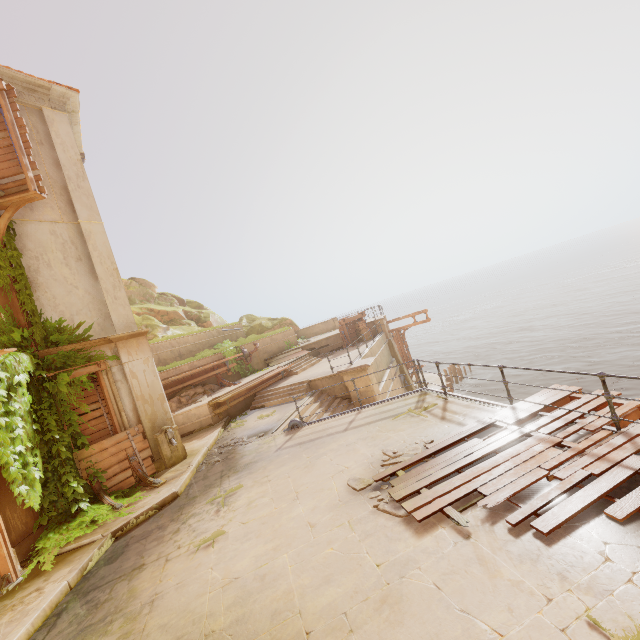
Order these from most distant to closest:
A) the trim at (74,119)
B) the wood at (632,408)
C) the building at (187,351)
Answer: the building at (187,351) < the trim at (74,119) < the wood at (632,408)

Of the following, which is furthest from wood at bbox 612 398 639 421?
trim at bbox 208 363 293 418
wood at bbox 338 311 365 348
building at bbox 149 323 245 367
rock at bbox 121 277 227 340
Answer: rock at bbox 121 277 227 340

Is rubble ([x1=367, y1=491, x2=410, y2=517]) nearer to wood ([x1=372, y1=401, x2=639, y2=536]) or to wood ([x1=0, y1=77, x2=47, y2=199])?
wood ([x1=372, y1=401, x2=639, y2=536])

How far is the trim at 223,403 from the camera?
14.3m

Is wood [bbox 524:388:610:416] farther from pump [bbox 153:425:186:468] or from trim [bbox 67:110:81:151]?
trim [bbox 67:110:81:151]

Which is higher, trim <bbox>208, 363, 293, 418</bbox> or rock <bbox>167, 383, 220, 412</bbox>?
rock <bbox>167, 383, 220, 412</bbox>

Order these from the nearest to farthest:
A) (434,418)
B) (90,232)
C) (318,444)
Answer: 1. (434,418)
2. (318,444)
3. (90,232)

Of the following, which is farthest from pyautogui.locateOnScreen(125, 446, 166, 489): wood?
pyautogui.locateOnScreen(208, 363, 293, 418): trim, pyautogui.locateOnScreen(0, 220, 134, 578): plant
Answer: pyautogui.locateOnScreen(208, 363, 293, 418): trim
